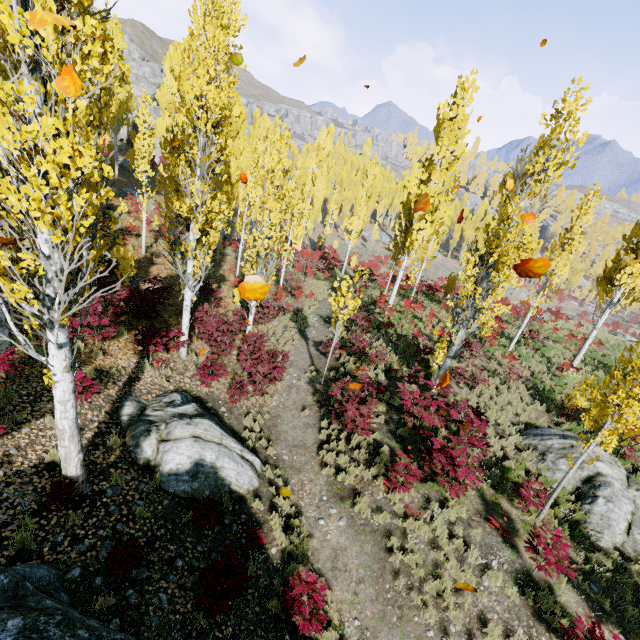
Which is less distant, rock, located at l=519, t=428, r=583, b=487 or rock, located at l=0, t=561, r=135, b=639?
rock, located at l=0, t=561, r=135, b=639

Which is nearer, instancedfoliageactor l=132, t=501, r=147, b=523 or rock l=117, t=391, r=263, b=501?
instancedfoliageactor l=132, t=501, r=147, b=523

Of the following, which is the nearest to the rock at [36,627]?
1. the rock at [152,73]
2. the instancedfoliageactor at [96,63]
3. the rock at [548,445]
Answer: the instancedfoliageactor at [96,63]

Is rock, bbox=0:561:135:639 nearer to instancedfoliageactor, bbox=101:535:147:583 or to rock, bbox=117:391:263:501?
instancedfoliageactor, bbox=101:535:147:583

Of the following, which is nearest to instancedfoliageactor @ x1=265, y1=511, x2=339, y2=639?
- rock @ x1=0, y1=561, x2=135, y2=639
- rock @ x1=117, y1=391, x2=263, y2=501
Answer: rock @ x1=0, y1=561, x2=135, y2=639

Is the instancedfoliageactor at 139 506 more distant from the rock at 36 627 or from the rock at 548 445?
the rock at 548 445

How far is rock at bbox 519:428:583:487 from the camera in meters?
10.1 m

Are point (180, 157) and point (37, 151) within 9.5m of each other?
yes
